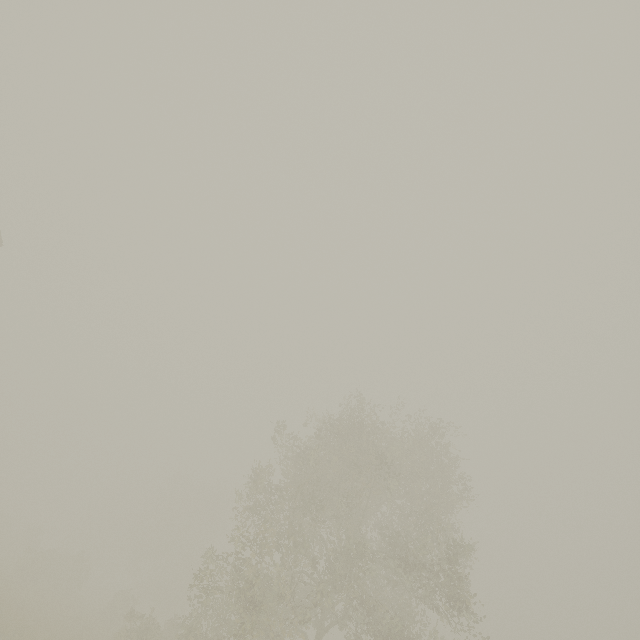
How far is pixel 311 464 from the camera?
17.06m
